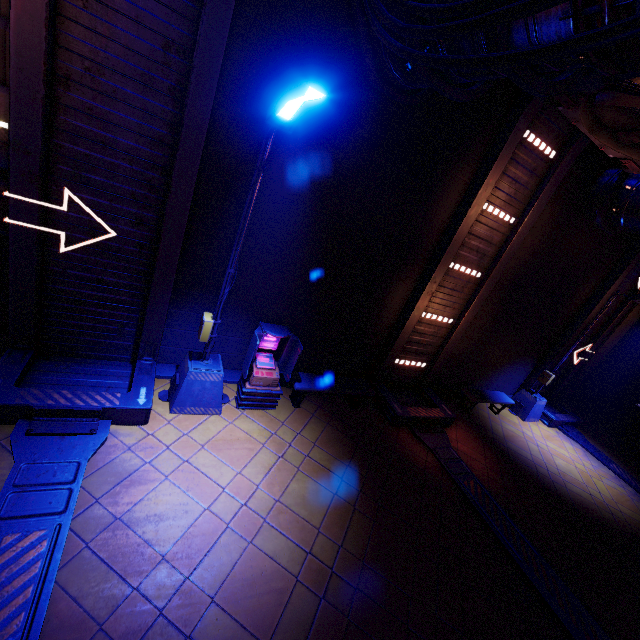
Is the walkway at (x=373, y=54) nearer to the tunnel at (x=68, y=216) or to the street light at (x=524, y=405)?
the tunnel at (x=68, y=216)

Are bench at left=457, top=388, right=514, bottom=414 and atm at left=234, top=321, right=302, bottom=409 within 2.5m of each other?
no

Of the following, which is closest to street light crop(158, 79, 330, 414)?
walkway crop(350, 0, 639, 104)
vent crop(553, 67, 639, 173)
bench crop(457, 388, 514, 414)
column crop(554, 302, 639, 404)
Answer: walkway crop(350, 0, 639, 104)

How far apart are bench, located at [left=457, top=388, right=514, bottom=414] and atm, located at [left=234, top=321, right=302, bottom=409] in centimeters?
717cm

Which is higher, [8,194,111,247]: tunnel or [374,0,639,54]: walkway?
[374,0,639,54]: walkway

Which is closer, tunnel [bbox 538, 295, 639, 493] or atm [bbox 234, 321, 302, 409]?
atm [bbox 234, 321, 302, 409]

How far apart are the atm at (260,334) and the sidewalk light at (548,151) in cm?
726

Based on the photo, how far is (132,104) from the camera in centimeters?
506cm
